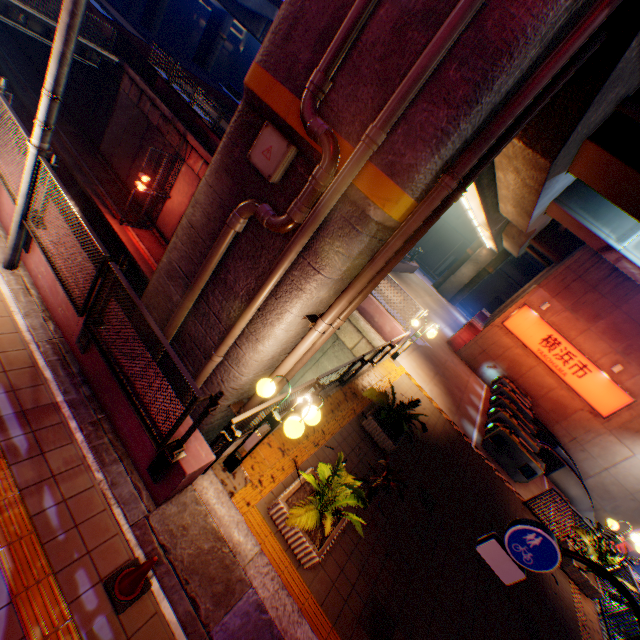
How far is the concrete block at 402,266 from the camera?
25.8m

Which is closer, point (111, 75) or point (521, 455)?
point (521, 455)

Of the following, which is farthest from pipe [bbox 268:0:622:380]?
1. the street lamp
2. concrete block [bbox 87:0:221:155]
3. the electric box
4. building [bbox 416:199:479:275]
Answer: building [bbox 416:199:479:275]

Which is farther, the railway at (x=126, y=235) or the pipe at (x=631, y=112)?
the railway at (x=126, y=235)

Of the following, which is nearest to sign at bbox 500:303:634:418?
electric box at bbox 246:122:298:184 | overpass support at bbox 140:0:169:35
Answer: electric box at bbox 246:122:298:184

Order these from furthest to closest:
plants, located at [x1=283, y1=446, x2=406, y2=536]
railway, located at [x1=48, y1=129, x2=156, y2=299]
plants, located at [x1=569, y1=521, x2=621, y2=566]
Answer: railway, located at [x1=48, y1=129, x2=156, y2=299], plants, located at [x1=569, y1=521, x2=621, y2=566], plants, located at [x1=283, y1=446, x2=406, y2=536]

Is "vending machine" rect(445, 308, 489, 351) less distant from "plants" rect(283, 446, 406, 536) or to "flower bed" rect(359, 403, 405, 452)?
"flower bed" rect(359, 403, 405, 452)

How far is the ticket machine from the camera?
11.78m
